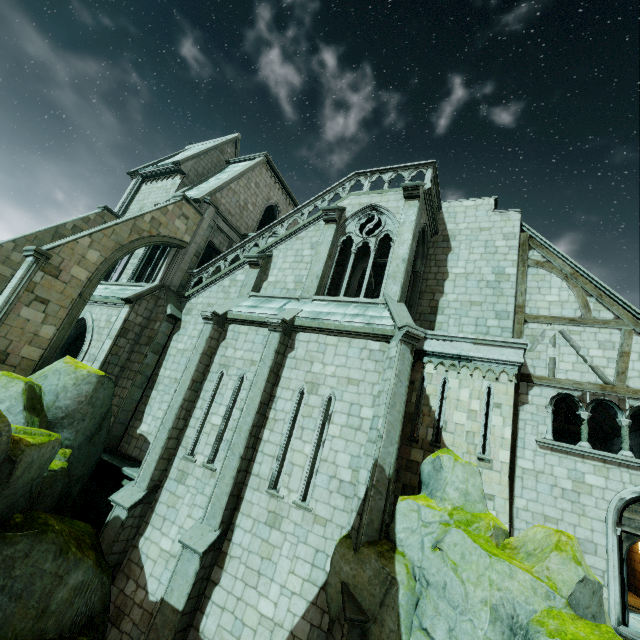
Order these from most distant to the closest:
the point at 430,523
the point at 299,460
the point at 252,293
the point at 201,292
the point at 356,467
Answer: the point at 201,292, the point at 252,293, the point at 299,460, the point at 356,467, the point at 430,523

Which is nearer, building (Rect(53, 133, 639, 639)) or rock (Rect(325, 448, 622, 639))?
rock (Rect(325, 448, 622, 639))

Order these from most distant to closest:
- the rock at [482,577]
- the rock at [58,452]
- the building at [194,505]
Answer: the building at [194,505] < the rock at [58,452] < the rock at [482,577]

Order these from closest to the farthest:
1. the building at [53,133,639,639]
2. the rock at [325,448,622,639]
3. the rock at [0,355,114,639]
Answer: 1. the rock at [325,448,622,639]
2. the rock at [0,355,114,639]
3. the building at [53,133,639,639]

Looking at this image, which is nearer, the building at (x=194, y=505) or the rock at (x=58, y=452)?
the rock at (x=58, y=452)

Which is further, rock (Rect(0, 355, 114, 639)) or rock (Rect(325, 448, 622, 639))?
rock (Rect(0, 355, 114, 639))
